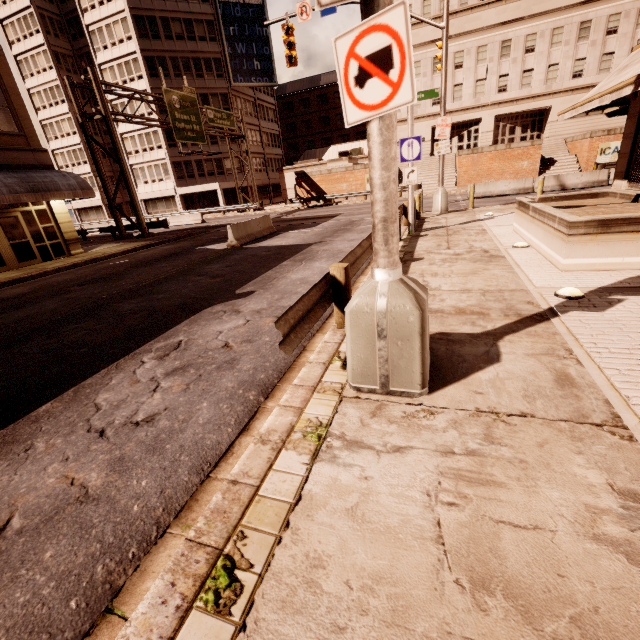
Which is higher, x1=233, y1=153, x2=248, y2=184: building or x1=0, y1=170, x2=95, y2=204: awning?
x1=233, y1=153, x2=248, y2=184: building

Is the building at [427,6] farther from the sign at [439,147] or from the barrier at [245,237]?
the barrier at [245,237]

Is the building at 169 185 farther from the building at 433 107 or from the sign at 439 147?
the sign at 439 147

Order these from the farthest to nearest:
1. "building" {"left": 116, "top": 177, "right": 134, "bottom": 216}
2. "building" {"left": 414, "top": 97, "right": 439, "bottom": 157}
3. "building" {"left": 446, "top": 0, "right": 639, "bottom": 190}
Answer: "building" {"left": 116, "top": 177, "right": 134, "bottom": 216} < "building" {"left": 414, "top": 97, "right": 439, "bottom": 157} < "building" {"left": 446, "top": 0, "right": 639, "bottom": 190}

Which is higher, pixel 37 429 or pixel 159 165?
pixel 159 165

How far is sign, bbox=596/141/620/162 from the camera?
27.4m

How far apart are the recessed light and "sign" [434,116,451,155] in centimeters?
1236cm

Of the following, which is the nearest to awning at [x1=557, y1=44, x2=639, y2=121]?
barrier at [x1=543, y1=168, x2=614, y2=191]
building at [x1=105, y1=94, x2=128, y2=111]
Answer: barrier at [x1=543, y1=168, x2=614, y2=191]
